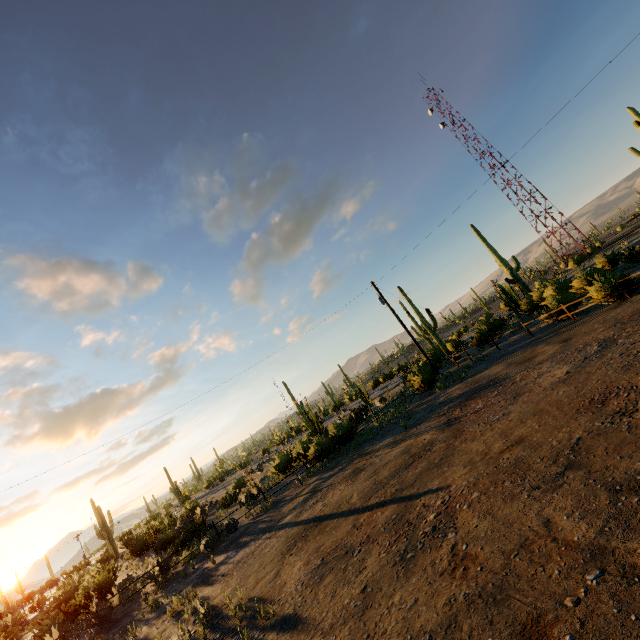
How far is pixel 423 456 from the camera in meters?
10.0 m
